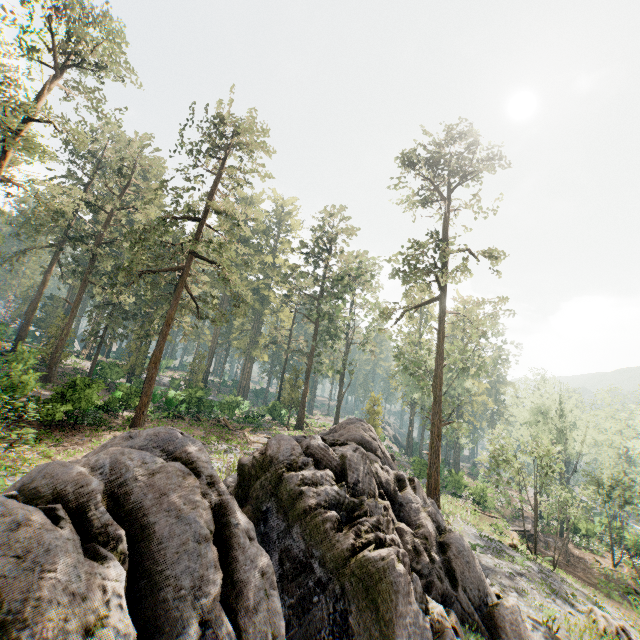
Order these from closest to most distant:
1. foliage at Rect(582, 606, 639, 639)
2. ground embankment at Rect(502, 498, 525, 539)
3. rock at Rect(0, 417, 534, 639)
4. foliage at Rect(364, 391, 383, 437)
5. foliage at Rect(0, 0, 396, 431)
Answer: rock at Rect(0, 417, 534, 639) < foliage at Rect(582, 606, 639, 639) < foliage at Rect(0, 0, 396, 431) < ground embankment at Rect(502, 498, 525, 539) < foliage at Rect(364, 391, 383, 437)

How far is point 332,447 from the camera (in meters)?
11.02

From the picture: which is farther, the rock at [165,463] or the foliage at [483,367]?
the foliage at [483,367]

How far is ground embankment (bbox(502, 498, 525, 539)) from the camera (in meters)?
32.42

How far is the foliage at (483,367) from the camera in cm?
2505

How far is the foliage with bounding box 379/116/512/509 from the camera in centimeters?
2505cm

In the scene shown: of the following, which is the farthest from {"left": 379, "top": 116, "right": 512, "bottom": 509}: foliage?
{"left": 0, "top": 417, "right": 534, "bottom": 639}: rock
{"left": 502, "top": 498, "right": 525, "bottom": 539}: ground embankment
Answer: {"left": 502, "top": 498, "right": 525, "bottom": 539}: ground embankment
